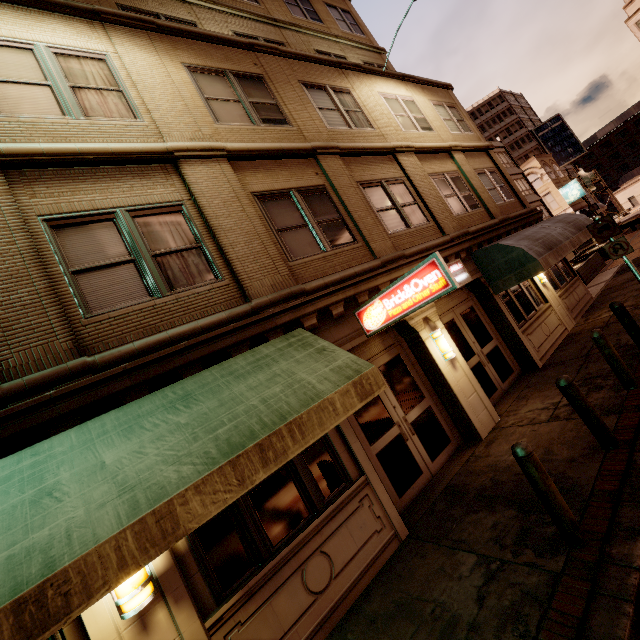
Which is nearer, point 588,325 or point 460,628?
point 460,628

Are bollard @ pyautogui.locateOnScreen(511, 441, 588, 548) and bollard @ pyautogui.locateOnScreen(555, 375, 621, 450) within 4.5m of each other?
yes

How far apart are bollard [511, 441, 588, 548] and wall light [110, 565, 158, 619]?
4.48m

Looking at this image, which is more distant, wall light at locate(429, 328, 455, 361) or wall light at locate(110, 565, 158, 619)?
wall light at locate(429, 328, 455, 361)

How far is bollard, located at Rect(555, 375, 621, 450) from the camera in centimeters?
486cm

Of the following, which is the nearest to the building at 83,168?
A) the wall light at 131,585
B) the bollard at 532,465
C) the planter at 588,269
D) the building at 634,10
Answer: the wall light at 131,585

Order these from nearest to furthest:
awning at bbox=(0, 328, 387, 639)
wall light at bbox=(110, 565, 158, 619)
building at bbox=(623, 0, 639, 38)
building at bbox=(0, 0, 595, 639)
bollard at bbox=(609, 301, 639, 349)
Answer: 1. awning at bbox=(0, 328, 387, 639)
2. wall light at bbox=(110, 565, 158, 619)
3. building at bbox=(0, 0, 595, 639)
4. bollard at bbox=(609, 301, 639, 349)
5. building at bbox=(623, 0, 639, 38)

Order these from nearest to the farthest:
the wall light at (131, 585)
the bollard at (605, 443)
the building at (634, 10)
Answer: the wall light at (131, 585), the bollard at (605, 443), the building at (634, 10)
